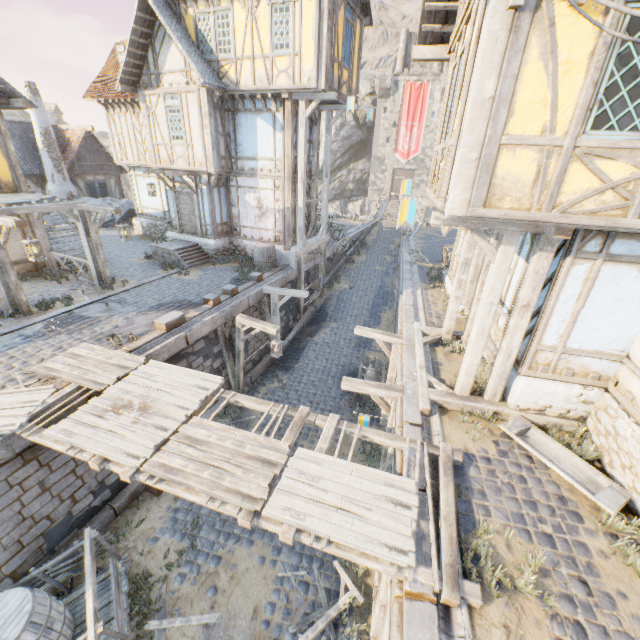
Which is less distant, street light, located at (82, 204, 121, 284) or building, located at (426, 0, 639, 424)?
building, located at (426, 0, 639, 424)

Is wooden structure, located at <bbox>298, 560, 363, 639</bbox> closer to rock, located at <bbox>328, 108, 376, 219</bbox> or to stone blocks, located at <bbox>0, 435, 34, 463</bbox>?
stone blocks, located at <bbox>0, 435, 34, 463</bbox>

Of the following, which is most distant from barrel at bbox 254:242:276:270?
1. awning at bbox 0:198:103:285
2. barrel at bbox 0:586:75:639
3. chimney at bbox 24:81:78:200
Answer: chimney at bbox 24:81:78:200

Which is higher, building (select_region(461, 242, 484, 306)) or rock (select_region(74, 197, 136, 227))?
building (select_region(461, 242, 484, 306))

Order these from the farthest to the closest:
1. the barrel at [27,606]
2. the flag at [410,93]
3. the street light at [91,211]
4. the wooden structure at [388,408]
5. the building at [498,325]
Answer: the flag at [410,93]
the street light at [91,211]
the building at [498,325]
the barrel at [27,606]
the wooden structure at [388,408]

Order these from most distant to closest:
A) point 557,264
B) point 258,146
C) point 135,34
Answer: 1. point 258,146
2. point 135,34
3. point 557,264

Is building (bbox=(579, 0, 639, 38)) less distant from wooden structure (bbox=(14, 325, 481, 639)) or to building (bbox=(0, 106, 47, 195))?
wooden structure (bbox=(14, 325, 481, 639))

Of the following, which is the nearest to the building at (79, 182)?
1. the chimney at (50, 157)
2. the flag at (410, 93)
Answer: the chimney at (50, 157)
